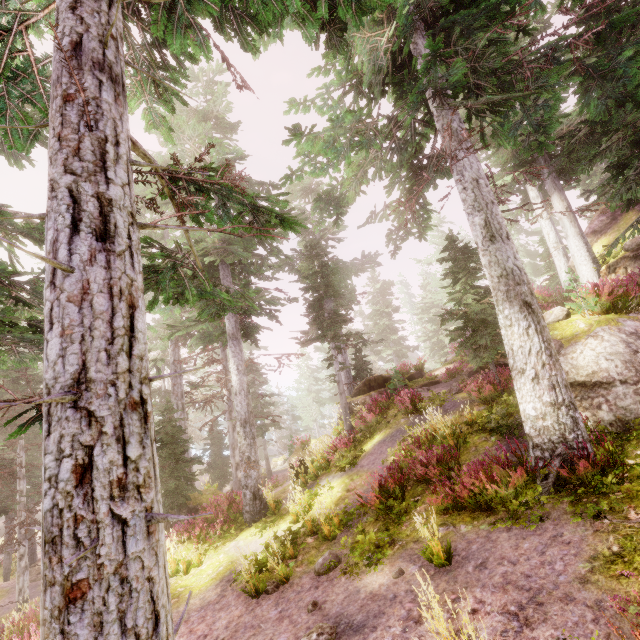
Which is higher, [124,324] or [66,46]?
[66,46]

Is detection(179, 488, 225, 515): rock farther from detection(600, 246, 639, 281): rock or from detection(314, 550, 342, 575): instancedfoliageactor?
detection(600, 246, 639, 281): rock

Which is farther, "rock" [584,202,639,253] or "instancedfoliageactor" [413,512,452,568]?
"rock" [584,202,639,253]

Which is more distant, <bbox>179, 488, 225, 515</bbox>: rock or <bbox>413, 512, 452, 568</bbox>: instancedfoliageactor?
<bbox>179, 488, 225, 515</bbox>: rock

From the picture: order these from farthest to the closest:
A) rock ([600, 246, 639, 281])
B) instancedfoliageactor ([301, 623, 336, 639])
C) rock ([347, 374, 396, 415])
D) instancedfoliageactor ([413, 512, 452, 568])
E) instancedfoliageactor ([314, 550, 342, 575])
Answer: rock ([347, 374, 396, 415]), rock ([600, 246, 639, 281]), instancedfoliageactor ([314, 550, 342, 575]), instancedfoliageactor ([413, 512, 452, 568]), instancedfoliageactor ([301, 623, 336, 639])

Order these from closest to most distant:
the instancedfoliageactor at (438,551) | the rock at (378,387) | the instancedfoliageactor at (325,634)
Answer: the instancedfoliageactor at (325,634) < the instancedfoliageactor at (438,551) < the rock at (378,387)

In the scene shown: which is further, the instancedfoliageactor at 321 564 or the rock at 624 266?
the rock at 624 266

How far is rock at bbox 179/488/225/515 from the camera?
14.2m
